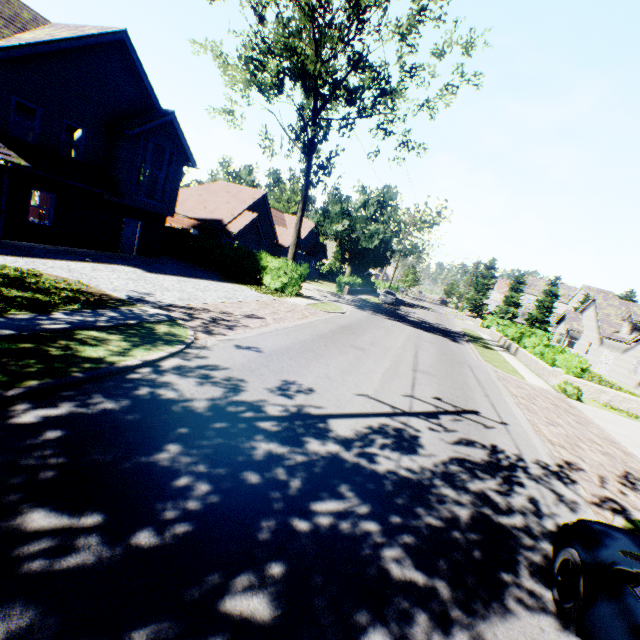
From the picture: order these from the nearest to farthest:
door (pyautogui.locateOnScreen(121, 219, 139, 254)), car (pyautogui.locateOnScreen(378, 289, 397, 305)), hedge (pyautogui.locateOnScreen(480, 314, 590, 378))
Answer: hedge (pyautogui.locateOnScreen(480, 314, 590, 378)) → door (pyautogui.locateOnScreen(121, 219, 139, 254)) → car (pyautogui.locateOnScreen(378, 289, 397, 305))

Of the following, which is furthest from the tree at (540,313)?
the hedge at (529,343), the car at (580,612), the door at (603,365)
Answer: the door at (603,365)

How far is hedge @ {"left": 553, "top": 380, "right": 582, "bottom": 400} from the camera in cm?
1537

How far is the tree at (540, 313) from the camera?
58.3 meters

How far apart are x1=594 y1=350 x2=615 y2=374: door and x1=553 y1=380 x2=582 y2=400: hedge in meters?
18.7

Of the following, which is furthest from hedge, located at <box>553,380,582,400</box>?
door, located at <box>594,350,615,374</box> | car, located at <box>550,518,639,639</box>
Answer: door, located at <box>594,350,615,374</box>

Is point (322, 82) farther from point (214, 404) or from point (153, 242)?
point (214, 404)

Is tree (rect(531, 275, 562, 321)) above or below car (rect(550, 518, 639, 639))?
above
